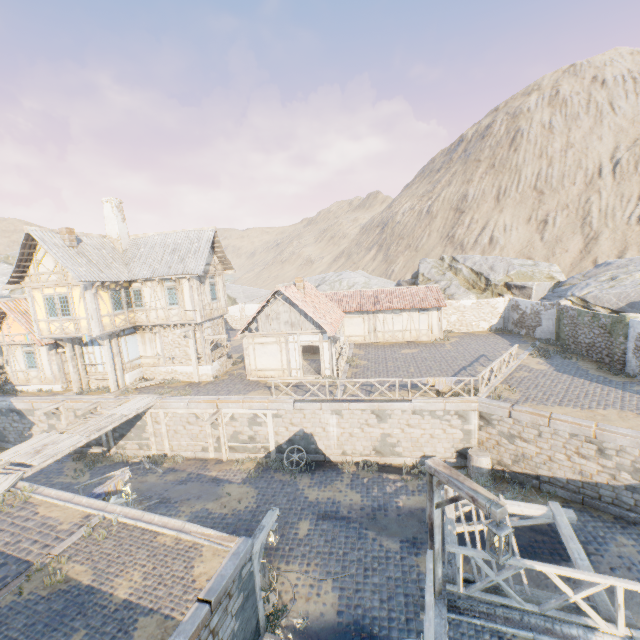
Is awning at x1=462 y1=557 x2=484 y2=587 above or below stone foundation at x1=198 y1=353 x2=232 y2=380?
below

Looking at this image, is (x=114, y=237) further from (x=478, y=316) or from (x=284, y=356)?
(x=478, y=316)

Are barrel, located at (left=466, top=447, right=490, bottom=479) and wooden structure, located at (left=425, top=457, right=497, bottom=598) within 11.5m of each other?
yes

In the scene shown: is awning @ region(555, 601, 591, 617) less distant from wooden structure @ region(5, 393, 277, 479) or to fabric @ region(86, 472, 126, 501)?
wooden structure @ region(5, 393, 277, 479)

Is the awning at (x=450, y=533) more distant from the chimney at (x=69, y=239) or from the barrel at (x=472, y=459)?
the chimney at (x=69, y=239)

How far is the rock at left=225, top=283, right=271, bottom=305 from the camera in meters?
43.7

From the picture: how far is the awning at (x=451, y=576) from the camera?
7.1 meters

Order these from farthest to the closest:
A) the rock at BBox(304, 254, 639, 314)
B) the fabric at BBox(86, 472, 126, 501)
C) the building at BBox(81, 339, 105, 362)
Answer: the rock at BBox(304, 254, 639, 314), the building at BBox(81, 339, 105, 362), the fabric at BBox(86, 472, 126, 501)
